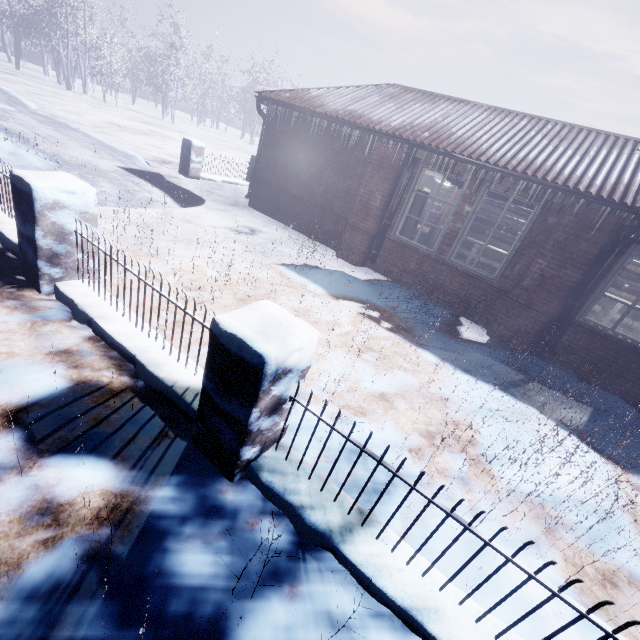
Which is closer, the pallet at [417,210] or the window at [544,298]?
the window at [544,298]

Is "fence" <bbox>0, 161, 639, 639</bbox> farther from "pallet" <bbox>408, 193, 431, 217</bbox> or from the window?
"pallet" <bbox>408, 193, 431, 217</bbox>

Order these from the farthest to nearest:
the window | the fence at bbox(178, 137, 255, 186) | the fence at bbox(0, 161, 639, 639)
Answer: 1. the fence at bbox(178, 137, 255, 186)
2. the window
3. the fence at bbox(0, 161, 639, 639)

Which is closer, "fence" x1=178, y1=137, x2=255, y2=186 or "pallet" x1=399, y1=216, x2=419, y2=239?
"pallet" x1=399, y1=216, x2=419, y2=239

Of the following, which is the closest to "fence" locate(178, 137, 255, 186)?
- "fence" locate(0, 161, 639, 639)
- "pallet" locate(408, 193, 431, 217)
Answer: "fence" locate(0, 161, 639, 639)

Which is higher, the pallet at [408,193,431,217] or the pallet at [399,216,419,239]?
the pallet at [408,193,431,217]

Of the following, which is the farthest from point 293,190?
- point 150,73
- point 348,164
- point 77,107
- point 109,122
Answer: point 150,73

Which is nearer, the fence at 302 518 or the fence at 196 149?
the fence at 302 518
